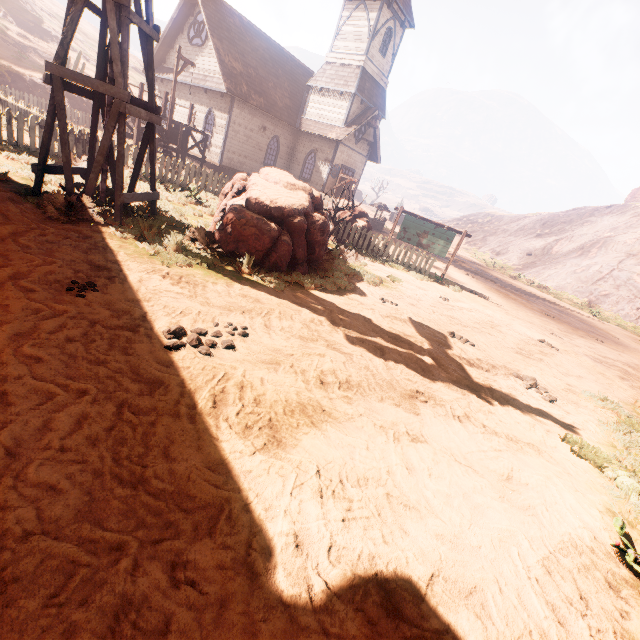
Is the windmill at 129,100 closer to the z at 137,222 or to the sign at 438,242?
the z at 137,222

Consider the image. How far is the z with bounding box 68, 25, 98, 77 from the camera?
34.69m

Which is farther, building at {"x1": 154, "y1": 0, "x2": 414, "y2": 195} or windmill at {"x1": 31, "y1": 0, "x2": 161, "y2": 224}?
building at {"x1": 154, "y1": 0, "x2": 414, "y2": 195}

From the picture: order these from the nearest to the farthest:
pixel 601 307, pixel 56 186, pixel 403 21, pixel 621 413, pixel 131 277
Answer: pixel 131 277 → pixel 621 413 → pixel 56 186 → pixel 403 21 → pixel 601 307

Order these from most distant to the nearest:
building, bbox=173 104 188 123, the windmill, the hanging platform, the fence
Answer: building, bbox=173 104 188 123 < the hanging platform < the fence < the windmill

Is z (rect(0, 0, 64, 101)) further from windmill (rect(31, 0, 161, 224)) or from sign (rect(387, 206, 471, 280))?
sign (rect(387, 206, 471, 280))

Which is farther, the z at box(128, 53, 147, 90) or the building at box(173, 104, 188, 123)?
the z at box(128, 53, 147, 90)

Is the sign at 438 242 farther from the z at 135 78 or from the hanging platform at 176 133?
the hanging platform at 176 133
